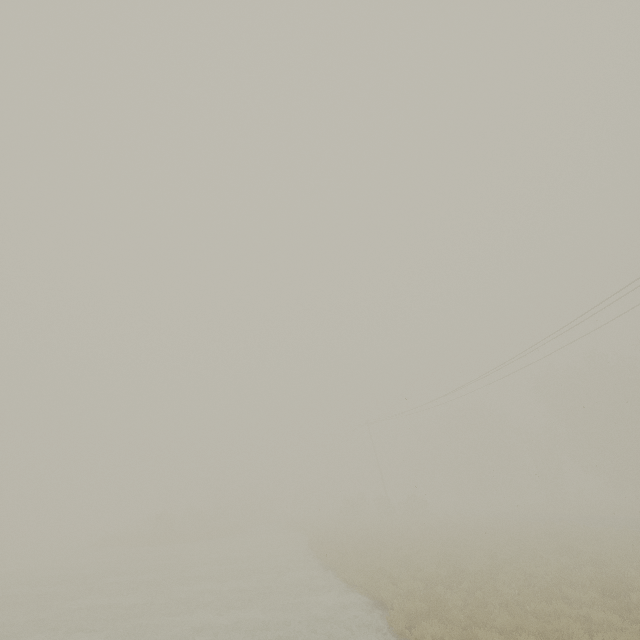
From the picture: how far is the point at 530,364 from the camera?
22.88m
